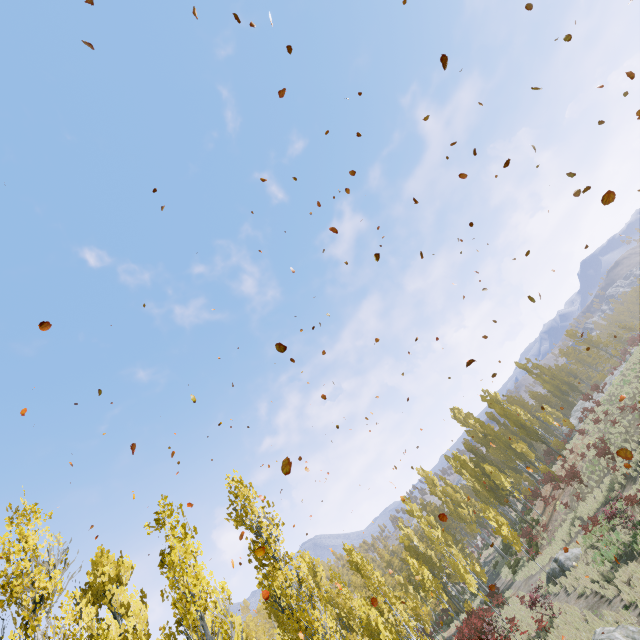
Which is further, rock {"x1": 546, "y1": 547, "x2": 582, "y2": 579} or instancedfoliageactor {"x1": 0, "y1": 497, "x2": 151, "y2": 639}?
rock {"x1": 546, "y1": 547, "x2": 582, "y2": 579}

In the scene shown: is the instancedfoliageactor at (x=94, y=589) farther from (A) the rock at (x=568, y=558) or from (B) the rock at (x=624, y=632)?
(A) the rock at (x=568, y=558)

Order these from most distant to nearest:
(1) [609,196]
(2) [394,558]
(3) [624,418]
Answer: (2) [394,558], (3) [624,418], (1) [609,196]

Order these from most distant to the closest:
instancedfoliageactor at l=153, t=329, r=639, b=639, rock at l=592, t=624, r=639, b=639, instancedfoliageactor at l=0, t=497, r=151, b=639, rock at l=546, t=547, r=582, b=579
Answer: rock at l=546, t=547, r=582, b=579 < instancedfoliageactor at l=153, t=329, r=639, b=639 < rock at l=592, t=624, r=639, b=639 < instancedfoliageactor at l=0, t=497, r=151, b=639

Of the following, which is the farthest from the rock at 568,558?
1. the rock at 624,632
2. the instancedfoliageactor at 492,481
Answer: the rock at 624,632

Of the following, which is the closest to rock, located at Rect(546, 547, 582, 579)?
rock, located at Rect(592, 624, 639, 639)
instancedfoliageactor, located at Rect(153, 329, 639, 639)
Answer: instancedfoliageactor, located at Rect(153, 329, 639, 639)
